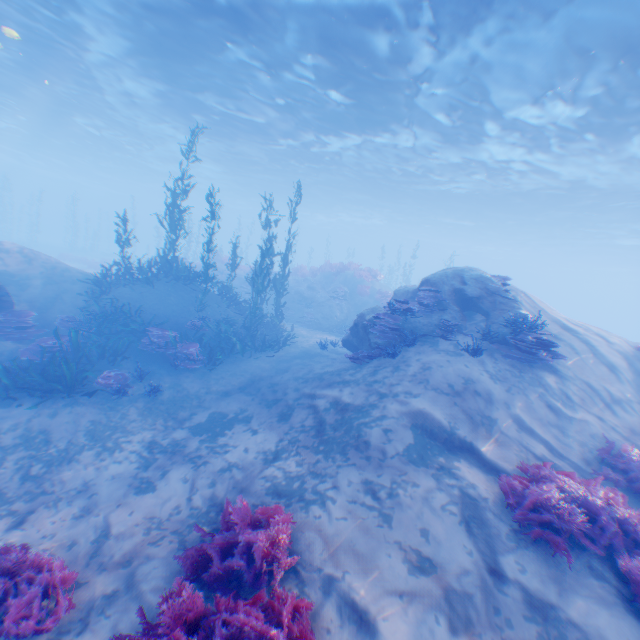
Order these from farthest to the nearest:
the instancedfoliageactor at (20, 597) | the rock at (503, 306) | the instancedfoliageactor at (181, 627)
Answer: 1. the rock at (503, 306)
2. the instancedfoliageactor at (20, 597)
3. the instancedfoliageactor at (181, 627)

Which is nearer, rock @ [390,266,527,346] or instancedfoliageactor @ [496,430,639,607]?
instancedfoliageactor @ [496,430,639,607]

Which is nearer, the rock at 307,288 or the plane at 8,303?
the plane at 8,303

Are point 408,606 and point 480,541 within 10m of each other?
yes

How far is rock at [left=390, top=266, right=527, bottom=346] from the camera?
9.8 meters

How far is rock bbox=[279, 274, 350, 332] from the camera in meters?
20.5

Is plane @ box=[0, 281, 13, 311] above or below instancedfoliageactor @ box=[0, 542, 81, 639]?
above
